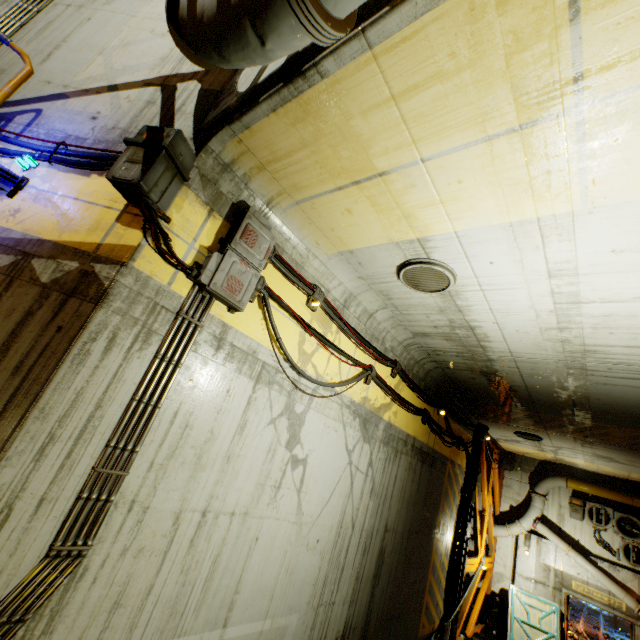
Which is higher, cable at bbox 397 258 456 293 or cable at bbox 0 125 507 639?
cable at bbox 397 258 456 293

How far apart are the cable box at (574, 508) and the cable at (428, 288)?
14.2 meters

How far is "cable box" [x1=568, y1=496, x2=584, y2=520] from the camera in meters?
12.9

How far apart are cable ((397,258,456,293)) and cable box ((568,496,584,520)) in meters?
14.2

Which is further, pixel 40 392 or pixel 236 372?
pixel 236 372

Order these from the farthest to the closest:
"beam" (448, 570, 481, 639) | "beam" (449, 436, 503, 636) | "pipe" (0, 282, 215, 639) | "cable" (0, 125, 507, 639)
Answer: "beam" (449, 436, 503, 636), "beam" (448, 570, 481, 639), "cable" (0, 125, 507, 639), "pipe" (0, 282, 215, 639)

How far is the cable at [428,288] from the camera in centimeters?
441cm

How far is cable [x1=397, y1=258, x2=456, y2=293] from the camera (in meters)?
4.41
